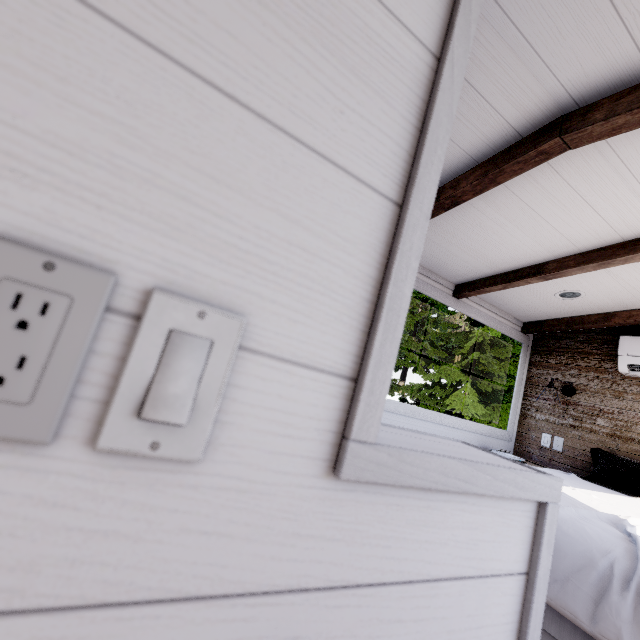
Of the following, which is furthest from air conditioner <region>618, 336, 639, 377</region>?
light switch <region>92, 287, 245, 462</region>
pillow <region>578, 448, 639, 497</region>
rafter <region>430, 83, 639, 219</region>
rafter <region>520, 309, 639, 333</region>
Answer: light switch <region>92, 287, 245, 462</region>

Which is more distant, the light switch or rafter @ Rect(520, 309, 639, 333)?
rafter @ Rect(520, 309, 639, 333)

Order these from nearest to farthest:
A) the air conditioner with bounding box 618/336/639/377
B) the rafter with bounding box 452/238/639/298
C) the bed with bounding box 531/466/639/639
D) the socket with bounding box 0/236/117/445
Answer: the socket with bounding box 0/236/117/445 < the bed with bounding box 531/466/639/639 < the rafter with bounding box 452/238/639/298 < the air conditioner with bounding box 618/336/639/377

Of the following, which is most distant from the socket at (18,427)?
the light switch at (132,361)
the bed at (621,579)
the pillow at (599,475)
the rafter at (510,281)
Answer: the pillow at (599,475)

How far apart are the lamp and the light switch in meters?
3.9

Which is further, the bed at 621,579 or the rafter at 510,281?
the rafter at 510,281

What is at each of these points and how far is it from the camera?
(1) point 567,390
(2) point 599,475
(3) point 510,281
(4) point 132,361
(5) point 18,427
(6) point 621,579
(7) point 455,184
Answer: (1) lamp, 3.2 meters
(2) pillow, 2.6 meters
(3) rafter, 2.6 meters
(4) light switch, 0.3 meters
(5) socket, 0.2 meters
(6) bed, 1.0 meters
(7) rafter, 1.8 meters

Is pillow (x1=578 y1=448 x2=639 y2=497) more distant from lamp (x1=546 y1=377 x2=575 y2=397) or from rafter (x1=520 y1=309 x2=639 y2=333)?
rafter (x1=520 y1=309 x2=639 y2=333)
